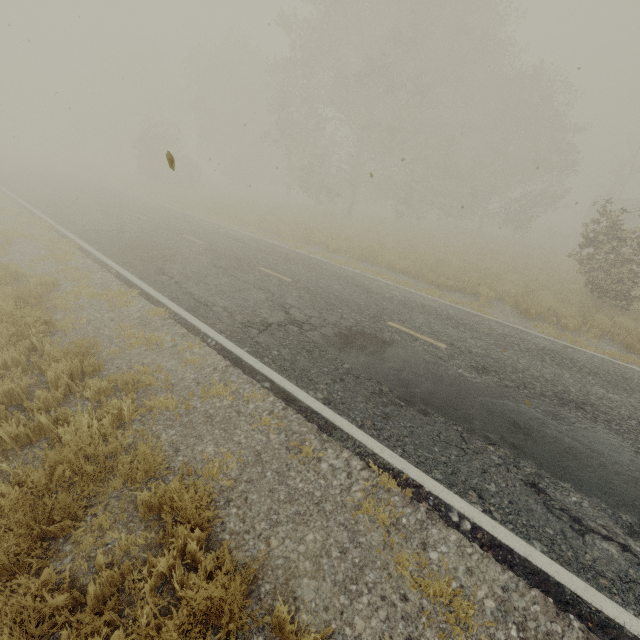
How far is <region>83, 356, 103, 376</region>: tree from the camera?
5.0m

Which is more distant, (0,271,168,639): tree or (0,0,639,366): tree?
(0,0,639,366): tree

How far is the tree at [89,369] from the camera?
5.0m

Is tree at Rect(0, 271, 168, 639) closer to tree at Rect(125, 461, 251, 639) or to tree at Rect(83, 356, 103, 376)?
tree at Rect(83, 356, 103, 376)

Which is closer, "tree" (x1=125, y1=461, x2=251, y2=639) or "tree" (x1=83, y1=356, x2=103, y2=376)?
"tree" (x1=125, y1=461, x2=251, y2=639)

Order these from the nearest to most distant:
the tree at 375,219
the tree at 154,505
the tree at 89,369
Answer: the tree at 154,505
the tree at 89,369
the tree at 375,219

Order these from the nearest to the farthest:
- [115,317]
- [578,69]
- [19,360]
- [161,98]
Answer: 1. [19,360]
2. [578,69]
3. [115,317]
4. [161,98]
